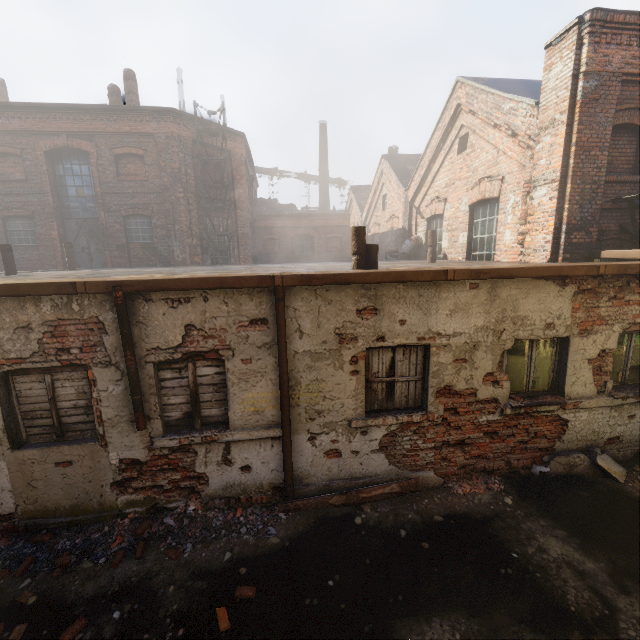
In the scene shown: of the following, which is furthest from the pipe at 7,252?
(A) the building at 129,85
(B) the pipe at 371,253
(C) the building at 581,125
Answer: (C) the building at 581,125

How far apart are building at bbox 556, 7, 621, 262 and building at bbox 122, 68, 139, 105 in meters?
17.1 m

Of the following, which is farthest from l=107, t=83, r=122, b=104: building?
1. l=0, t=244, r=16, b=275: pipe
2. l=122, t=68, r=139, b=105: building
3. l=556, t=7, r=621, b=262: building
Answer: l=556, t=7, r=621, b=262: building

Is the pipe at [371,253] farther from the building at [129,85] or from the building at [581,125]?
the building at [129,85]

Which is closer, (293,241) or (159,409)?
(159,409)

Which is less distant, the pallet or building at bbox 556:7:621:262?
the pallet

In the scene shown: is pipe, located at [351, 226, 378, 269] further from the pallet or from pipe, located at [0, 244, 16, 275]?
pipe, located at [0, 244, 16, 275]

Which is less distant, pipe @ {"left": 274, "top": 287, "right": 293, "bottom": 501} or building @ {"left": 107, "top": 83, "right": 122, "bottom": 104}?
pipe @ {"left": 274, "top": 287, "right": 293, "bottom": 501}
